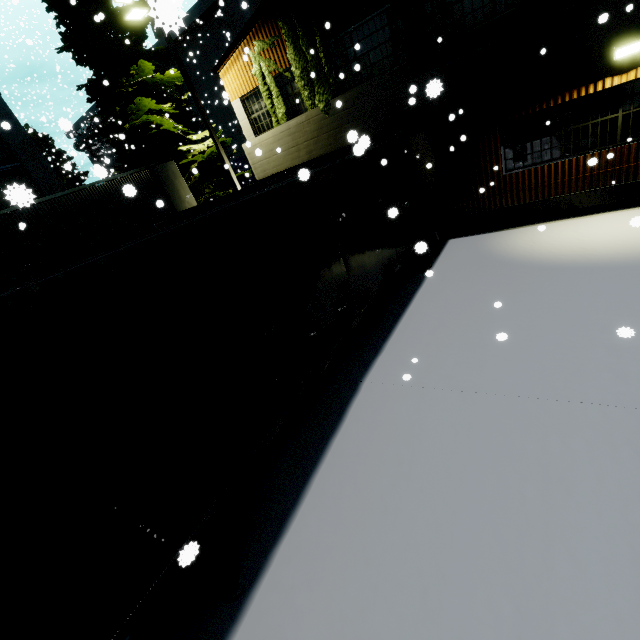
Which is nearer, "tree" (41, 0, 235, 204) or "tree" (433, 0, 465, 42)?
"tree" (433, 0, 465, 42)

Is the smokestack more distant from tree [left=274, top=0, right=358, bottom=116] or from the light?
the light

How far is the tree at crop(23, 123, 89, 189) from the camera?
27.6 meters

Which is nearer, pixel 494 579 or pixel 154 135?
pixel 494 579

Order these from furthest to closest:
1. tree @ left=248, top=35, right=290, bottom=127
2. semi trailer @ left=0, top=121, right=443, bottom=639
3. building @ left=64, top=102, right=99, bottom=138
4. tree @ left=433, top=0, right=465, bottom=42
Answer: building @ left=64, top=102, right=99, bottom=138 < tree @ left=248, top=35, right=290, bottom=127 < tree @ left=433, top=0, right=465, bottom=42 < semi trailer @ left=0, top=121, right=443, bottom=639

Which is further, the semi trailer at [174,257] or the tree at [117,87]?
the tree at [117,87]

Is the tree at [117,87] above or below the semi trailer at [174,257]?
above

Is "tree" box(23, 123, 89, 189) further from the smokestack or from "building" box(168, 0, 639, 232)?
the smokestack
